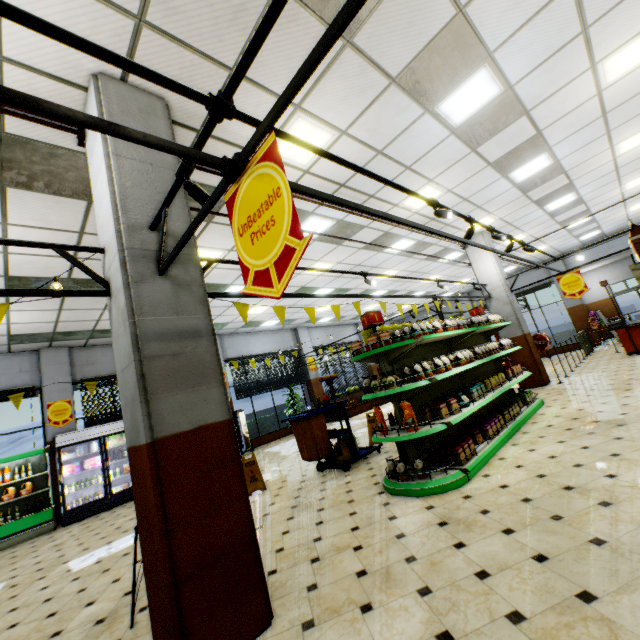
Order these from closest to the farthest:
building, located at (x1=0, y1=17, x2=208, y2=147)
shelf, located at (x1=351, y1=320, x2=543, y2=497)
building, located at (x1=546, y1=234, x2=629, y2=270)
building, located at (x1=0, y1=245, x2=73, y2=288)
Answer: building, located at (x1=0, y1=17, x2=208, y2=147)
shelf, located at (x1=351, y1=320, x2=543, y2=497)
building, located at (x1=0, y1=245, x2=73, y2=288)
building, located at (x1=546, y1=234, x2=629, y2=270)

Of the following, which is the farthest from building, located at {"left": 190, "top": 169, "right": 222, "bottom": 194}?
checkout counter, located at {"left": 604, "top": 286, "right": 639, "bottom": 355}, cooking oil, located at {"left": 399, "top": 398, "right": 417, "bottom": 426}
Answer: cooking oil, located at {"left": 399, "top": 398, "right": 417, "bottom": 426}

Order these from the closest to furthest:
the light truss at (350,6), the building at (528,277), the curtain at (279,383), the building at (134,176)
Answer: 1. the light truss at (350,6)
2. the building at (134,176)
3. the curtain at (279,383)
4. the building at (528,277)

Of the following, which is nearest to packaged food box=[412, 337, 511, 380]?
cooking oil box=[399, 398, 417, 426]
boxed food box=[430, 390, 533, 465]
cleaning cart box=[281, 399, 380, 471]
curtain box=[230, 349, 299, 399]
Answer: boxed food box=[430, 390, 533, 465]

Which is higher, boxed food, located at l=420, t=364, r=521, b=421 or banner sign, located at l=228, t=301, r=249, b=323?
banner sign, located at l=228, t=301, r=249, b=323

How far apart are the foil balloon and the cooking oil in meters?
7.8 m

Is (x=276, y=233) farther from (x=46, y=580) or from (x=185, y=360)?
(x=46, y=580)

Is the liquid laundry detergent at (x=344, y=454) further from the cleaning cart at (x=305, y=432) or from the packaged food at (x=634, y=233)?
the packaged food at (x=634, y=233)
